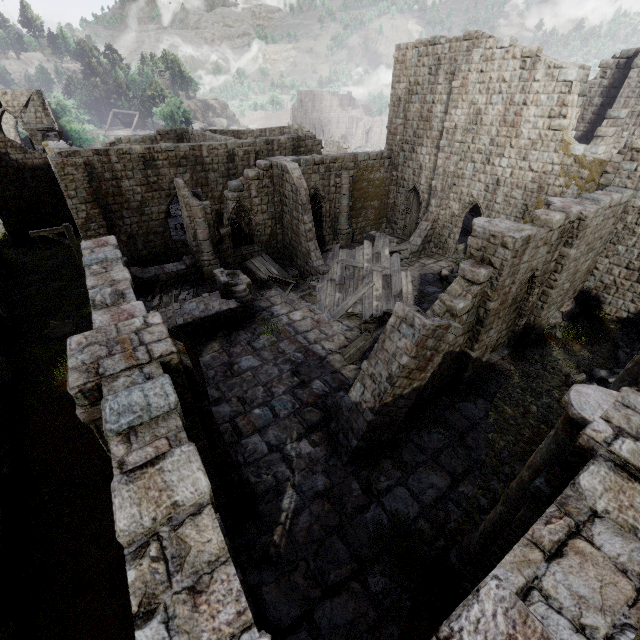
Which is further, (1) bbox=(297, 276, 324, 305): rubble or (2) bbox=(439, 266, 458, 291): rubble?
(2) bbox=(439, 266, 458, 291): rubble

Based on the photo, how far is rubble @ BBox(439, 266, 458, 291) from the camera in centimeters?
1845cm

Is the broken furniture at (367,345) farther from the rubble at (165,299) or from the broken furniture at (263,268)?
the rubble at (165,299)

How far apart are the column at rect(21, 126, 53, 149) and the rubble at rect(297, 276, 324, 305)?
24.7m

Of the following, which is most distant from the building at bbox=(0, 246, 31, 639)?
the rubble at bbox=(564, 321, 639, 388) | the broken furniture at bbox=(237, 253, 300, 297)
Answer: the broken furniture at bbox=(237, 253, 300, 297)

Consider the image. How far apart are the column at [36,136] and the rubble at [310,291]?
24.7 meters

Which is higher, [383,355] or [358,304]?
[383,355]

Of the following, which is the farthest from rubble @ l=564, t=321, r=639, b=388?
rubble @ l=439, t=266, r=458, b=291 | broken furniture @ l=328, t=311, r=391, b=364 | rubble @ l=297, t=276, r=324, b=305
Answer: rubble @ l=297, t=276, r=324, b=305
